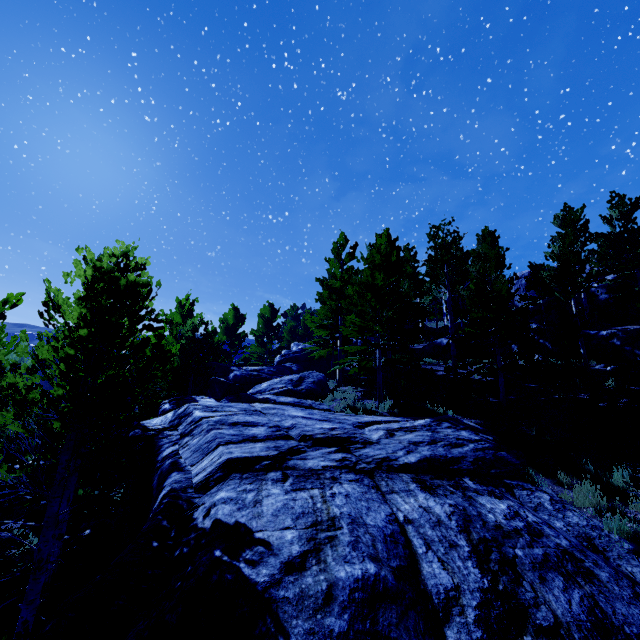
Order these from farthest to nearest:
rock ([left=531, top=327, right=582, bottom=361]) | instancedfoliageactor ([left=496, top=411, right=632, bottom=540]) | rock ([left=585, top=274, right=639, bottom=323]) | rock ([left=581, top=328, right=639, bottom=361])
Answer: rock ([left=585, top=274, right=639, bottom=323]), rock ([left=531, top=327, right=582, bottom=361]), rock ([left=581, top=328, right=639, bottom=361]), instancedfoliageactor ([left=496, top=411, right=632, bottom=540])

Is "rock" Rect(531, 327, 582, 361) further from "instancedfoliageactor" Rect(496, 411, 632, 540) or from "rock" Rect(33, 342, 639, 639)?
"rock" Rect(33, 342, 639, 639)

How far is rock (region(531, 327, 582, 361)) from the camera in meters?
17.0

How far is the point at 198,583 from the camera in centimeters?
321cm

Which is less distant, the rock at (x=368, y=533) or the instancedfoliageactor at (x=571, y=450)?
the rock at (x=368, y=533)

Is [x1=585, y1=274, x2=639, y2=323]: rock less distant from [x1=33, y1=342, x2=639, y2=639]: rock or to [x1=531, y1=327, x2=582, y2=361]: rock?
[x1=531, y1=327, x2=582, y2=361]: rock

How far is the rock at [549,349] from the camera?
17.02m

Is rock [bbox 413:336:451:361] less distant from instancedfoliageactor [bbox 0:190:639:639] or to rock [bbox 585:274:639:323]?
instancedfoliageactor [bbox 0:190:639:639]
